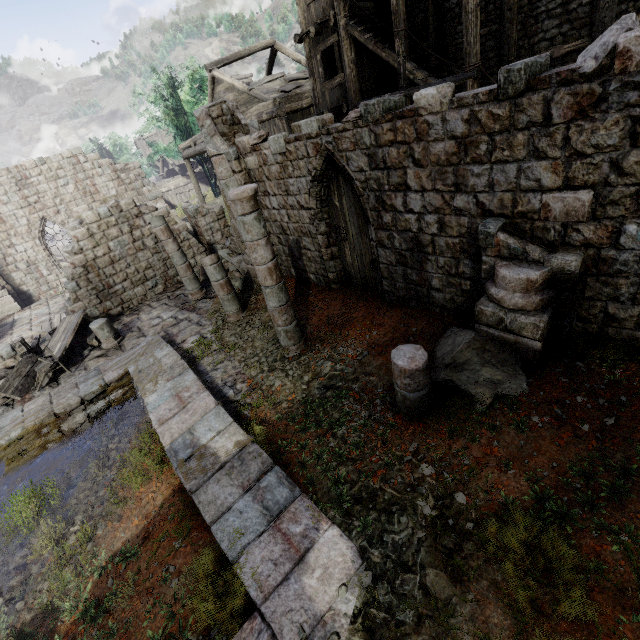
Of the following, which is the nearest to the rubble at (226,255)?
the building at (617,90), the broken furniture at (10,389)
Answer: the building at (617,90)

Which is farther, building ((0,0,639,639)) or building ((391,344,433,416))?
building ((391,344,433,416))

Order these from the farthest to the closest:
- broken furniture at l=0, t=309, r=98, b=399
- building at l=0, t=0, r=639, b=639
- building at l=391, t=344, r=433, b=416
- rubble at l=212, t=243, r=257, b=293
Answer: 1. rubble at l=212, t=243, r=257, b=293
2. broken furniture at l=0, t=309, r=98, b=399
3. building at l=391, t=344, r=433, b=416
4. building at l=0, t=0, r=639, b=639

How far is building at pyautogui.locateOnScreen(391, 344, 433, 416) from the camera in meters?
4.8

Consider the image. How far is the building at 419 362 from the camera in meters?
4.8 m

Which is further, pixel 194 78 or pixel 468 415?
pixel 194 78

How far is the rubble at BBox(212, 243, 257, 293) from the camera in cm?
1221

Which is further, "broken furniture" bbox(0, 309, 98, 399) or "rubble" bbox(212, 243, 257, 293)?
"rubble" bbox(212, 243, 257, 293)
